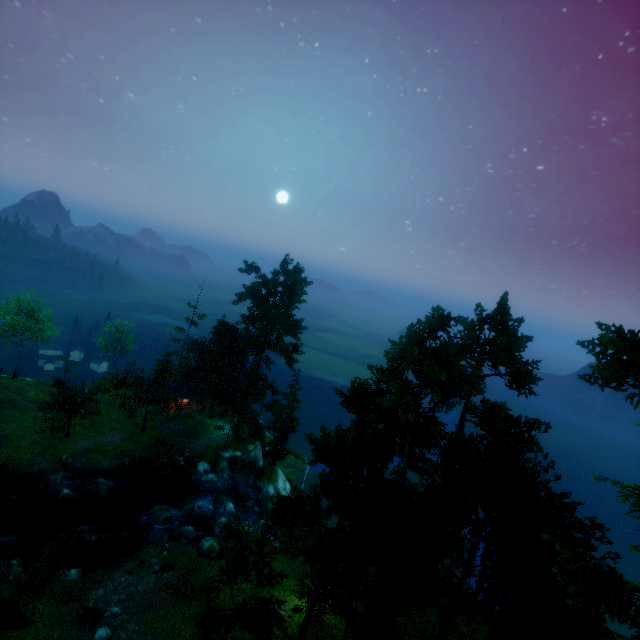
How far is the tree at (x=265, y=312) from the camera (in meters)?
41.34

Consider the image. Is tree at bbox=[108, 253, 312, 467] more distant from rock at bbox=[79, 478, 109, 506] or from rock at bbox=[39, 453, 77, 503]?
rock at bbox=[79, 478, 109, 506]

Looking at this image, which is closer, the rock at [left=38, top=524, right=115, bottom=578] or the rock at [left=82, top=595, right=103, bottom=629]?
the rock at [left=82, top=595, right=103, bottom=629]

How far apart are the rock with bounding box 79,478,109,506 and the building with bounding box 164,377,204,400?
13.6m

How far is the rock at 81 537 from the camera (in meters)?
25.38

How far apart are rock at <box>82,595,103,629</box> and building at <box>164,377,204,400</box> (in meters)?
25.47

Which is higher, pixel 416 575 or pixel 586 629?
pixel 586 629

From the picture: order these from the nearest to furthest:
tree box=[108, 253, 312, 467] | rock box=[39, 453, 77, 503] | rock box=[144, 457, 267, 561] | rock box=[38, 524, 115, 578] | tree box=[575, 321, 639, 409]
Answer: tree box=[575, 321, 639, 409] → rock box=[38, 524, 115, 578] → rock box=[144, 457, 267, 561] → rock box=[39, 453, 77, 503] → tree box=[108, 253, 312, 467]
